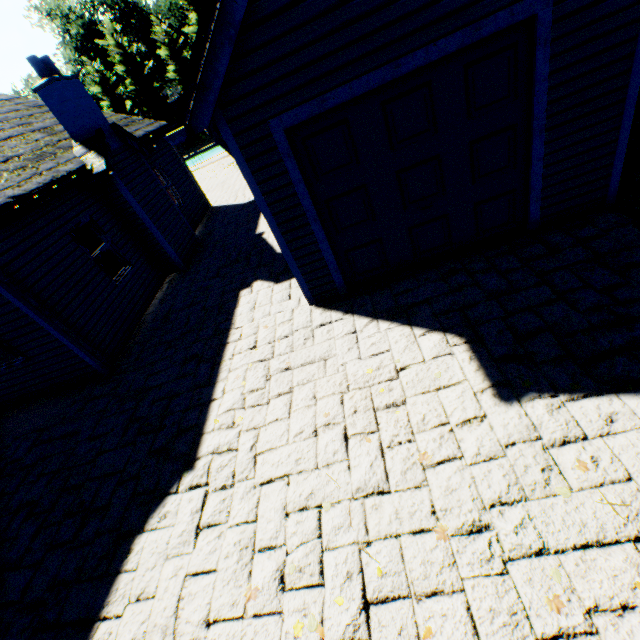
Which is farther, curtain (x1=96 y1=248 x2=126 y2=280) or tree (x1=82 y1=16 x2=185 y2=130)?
tree (x1=82 y1=16 x2=185 y2=130)

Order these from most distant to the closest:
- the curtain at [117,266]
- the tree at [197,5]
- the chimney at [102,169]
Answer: the tree at [197,5] < the curtain at [117,266] < the chimney at [102,169]

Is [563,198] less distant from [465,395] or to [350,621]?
[465,395]

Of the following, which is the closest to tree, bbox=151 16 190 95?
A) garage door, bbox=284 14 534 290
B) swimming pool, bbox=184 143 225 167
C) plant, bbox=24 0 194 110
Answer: plant, bbox=24 0 194 110

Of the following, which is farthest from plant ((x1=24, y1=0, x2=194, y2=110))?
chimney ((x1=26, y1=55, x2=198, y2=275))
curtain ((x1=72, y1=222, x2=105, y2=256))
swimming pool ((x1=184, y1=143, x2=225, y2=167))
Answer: curtain ((x1=72, y1=222, x2=105, y2=256))

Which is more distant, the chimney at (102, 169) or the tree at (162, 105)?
the tree at (162, 105)

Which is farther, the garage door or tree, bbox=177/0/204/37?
tree, bbox=177/0/204/37

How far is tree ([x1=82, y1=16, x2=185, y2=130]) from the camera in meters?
36.5 m
